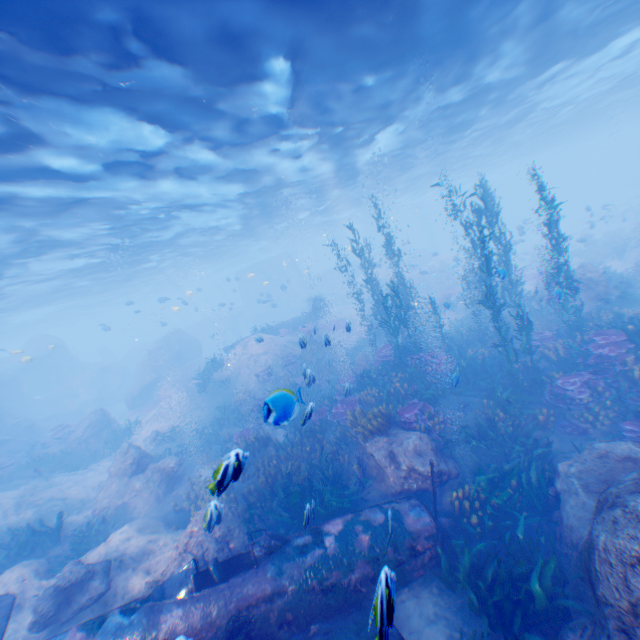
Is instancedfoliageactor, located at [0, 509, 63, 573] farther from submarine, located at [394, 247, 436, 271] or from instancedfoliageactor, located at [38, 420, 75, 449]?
submarine, located at [394, 247, 436, 271]

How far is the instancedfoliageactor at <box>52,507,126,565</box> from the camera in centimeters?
1030cm

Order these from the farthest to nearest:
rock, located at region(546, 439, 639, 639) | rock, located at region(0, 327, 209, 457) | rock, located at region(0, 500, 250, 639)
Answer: rock, located at region(0, 327, 209, 457)
rock, located at region(0, 500, 250, 639)
rock, located at region(546, 439, 639, 639)

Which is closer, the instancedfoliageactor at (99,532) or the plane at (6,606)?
the plane at (6,606)

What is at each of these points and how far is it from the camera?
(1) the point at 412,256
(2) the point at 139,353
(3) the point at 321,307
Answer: (1) submarine, 46.2 meters
(2) submarine, 48.4 meters
(3) plane, 28.3 meters

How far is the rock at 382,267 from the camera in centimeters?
3812cm

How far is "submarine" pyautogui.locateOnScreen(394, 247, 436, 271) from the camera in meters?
45.4 m

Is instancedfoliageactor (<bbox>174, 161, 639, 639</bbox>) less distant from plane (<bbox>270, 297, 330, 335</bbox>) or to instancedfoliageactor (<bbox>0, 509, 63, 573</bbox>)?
plane (<bbox>270, 297, 330, 335</bbox>)
